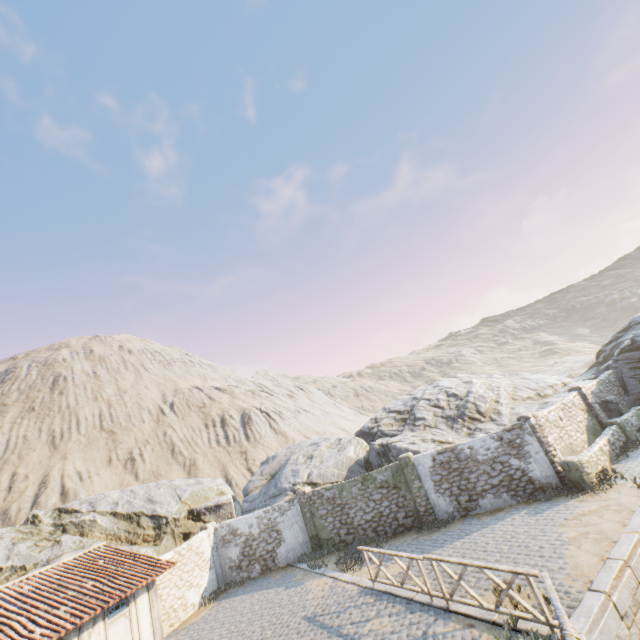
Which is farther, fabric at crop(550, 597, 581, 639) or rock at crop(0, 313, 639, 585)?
rock at crop(0, 313, 639, 585)

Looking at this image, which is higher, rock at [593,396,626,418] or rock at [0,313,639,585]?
rock at [0,313,639,585]

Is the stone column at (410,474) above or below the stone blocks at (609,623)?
above

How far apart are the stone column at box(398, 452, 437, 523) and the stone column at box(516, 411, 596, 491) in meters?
5.1

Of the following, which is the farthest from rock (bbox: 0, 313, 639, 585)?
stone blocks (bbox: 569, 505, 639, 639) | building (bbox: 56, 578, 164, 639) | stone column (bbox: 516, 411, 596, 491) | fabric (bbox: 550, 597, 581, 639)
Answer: fabric (bbox: 550, 597, 581, 639)

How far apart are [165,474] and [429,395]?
33.23m

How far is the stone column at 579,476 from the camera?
12.84m

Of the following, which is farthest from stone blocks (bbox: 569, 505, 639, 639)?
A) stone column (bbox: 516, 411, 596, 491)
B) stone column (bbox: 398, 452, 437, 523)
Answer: stone column (bbox: 398, 452, 437, 523)
